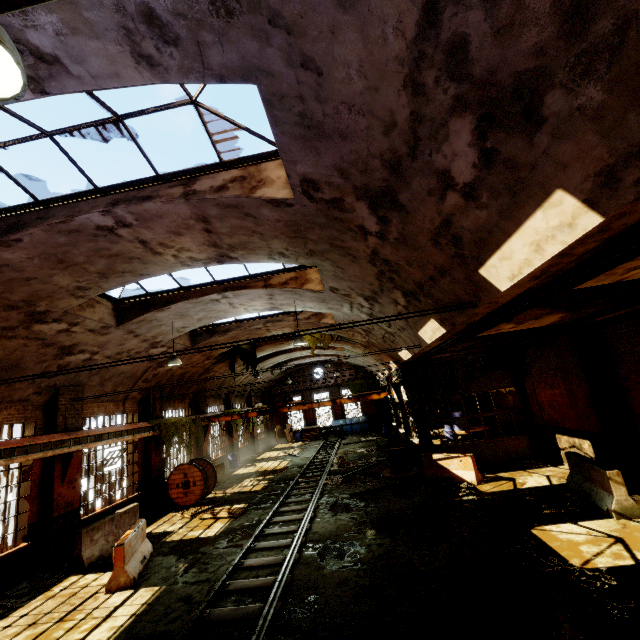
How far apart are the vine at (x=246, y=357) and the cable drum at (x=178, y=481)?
5.5m

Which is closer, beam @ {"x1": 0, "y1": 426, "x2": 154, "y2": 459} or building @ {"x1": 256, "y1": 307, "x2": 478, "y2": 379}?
building @ {"x1": 256, "y1": 307, "x2": 478, "y2": 379}

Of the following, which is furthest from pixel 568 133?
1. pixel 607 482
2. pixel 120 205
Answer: pixel 607 482

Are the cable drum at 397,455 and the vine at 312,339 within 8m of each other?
yes

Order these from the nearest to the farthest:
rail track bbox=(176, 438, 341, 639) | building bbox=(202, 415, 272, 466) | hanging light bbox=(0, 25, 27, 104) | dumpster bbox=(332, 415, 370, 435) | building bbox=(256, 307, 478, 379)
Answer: hanging light bbox=(0, 25, 27, 104) < rail track bbox=(176, 438, 341, 639) < building bbox=(256, 307, 478, 379) < building bbox=(202, 415, 272, 466) < dumpster bbox=(332, 415, 370, 435)

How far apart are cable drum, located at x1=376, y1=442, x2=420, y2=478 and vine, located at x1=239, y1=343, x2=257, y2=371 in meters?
9.1

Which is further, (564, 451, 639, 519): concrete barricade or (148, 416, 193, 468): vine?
(148, 416, 193, 468): vine

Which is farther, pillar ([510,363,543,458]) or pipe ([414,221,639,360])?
pillar ([510,363,543,458])
